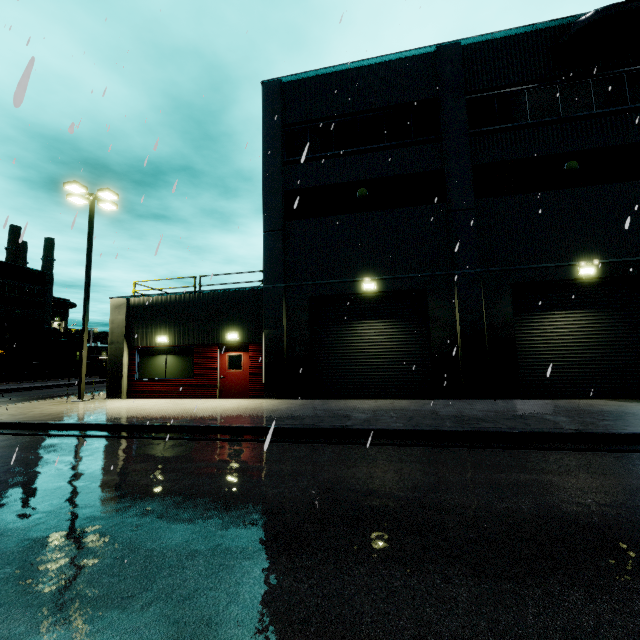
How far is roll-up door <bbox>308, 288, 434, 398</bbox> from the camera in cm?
1307

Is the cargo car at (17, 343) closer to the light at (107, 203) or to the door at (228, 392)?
the light at (107, 203)

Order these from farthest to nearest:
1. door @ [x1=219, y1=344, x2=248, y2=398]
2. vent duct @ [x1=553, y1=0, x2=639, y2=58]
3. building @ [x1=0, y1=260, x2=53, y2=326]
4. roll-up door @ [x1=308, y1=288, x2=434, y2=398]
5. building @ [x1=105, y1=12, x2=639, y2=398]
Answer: building @ [x1=0, y1=260, x2=53, y2=326]
door @ [x1=219, y1=344, x2=248, y2=398]
roll-up door @ [x1=308, y1=288, x2=434, y2=398]
building @ [x1=105, y1=12, x2=639, y2=398]
vent duct @ [x1=553, y1=0, x2=639, y2=58]

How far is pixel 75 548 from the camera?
3.5m

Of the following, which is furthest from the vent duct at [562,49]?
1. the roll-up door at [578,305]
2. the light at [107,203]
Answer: the light at [107,203]

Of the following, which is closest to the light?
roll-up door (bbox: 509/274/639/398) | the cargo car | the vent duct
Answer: the cargo car

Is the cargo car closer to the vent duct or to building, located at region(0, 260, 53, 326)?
building, located at region(0, 260, 53, 326)

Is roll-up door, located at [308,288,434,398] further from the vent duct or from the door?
the door
